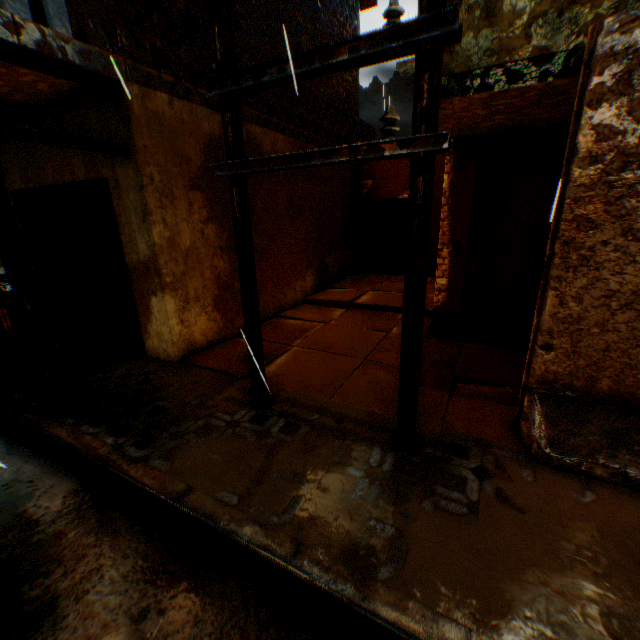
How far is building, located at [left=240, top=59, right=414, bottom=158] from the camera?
6.2 meters

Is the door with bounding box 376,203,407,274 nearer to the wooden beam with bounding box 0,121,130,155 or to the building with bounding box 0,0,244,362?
the building with bounding box 0,0,244,362

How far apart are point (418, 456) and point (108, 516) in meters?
2.8

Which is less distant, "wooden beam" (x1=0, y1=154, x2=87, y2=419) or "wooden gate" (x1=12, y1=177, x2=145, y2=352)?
"wooden beam" (x1=0, y1=154, x2=87, y2=419)

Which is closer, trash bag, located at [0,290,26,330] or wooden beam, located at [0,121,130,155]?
wooden beam, located at [0,121,130,155]

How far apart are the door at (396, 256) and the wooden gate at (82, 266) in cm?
798

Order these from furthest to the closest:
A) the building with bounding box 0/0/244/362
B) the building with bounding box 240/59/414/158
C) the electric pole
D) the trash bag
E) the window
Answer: the trash bag → the building with bounding box 240/59/414/158 → the window → the building with bounding box 0/0/244/362 → the electric pole

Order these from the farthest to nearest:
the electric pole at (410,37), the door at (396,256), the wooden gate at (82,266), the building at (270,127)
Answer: the door at (396,256)
the building at (270,127)
the wooden gate at (82,266)
the electric pole at (410,37)
